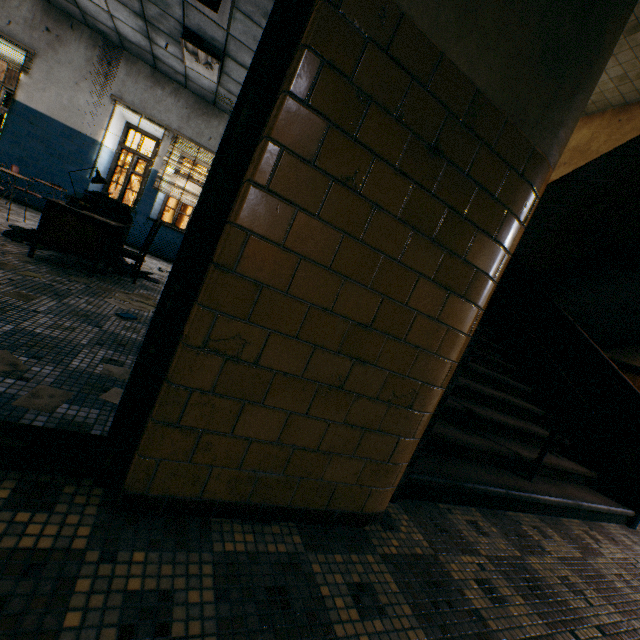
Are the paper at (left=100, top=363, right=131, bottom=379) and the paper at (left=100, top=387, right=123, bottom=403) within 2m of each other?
yes

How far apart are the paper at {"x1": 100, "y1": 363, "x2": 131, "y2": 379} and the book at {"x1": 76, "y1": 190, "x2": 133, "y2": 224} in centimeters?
311cm

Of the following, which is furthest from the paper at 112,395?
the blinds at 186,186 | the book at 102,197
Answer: the blinds at 186,186

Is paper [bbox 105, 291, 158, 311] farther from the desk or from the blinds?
the blinds

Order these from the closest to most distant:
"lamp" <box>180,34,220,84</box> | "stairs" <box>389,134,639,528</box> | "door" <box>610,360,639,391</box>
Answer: "stairs" <box>389,134,639,528</box>, "lamp" <box>180,34,220,84</box>, "door" <box>610,360,639,391</box>

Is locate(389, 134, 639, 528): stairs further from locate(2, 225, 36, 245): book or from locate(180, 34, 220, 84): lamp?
locate(2, 225, 36, 245): book

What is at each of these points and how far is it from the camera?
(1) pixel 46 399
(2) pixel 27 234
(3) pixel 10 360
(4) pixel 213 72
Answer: (1) paper, 1.56m
(2) book, 4.34m
(3) paper, 1.73m
(4) lamp, 6.13m

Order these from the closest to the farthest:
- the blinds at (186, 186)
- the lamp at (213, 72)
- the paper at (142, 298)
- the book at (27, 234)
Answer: the paper at (142, 298) < the book at (27, 234) < the lamp at (213, 72) < the blinds at (186, 186)
